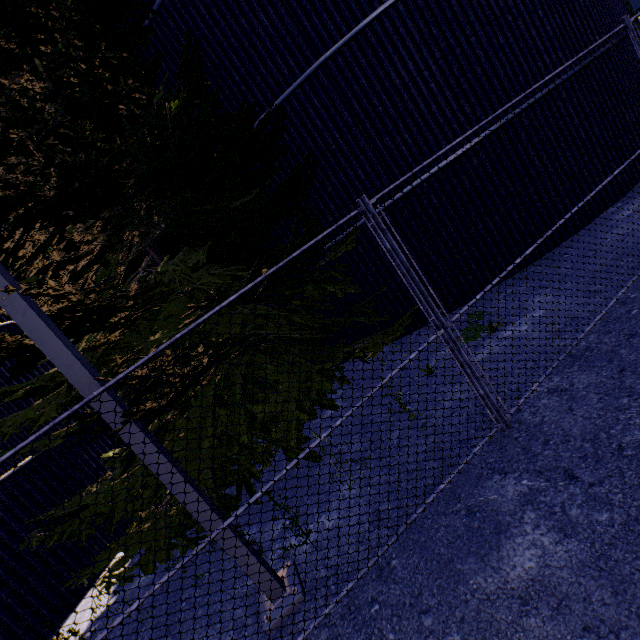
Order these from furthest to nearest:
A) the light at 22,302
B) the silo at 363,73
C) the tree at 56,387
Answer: the silo at 363,73 → the tree at 56,387 → the light at 22,302

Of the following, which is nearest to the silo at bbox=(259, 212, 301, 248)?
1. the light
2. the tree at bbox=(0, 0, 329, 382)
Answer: the tree at bbox=(0, 0, 329, 382)

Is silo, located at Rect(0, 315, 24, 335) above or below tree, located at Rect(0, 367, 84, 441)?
above

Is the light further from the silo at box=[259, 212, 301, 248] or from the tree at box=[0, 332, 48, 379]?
the silo at box=[259, 212, 301, 248]

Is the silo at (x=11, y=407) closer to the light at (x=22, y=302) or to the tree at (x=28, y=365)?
the tree at (x=28, y=365)

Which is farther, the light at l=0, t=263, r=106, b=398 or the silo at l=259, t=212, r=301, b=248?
the silo at l=259, t=212, r=301, b=248

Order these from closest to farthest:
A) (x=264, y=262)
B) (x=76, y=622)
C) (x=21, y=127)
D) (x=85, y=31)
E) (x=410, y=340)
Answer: (x=264, y=262), (x=21, y=127), (x=85, y=31), (x=76, y=622), (x=410, y=340)
